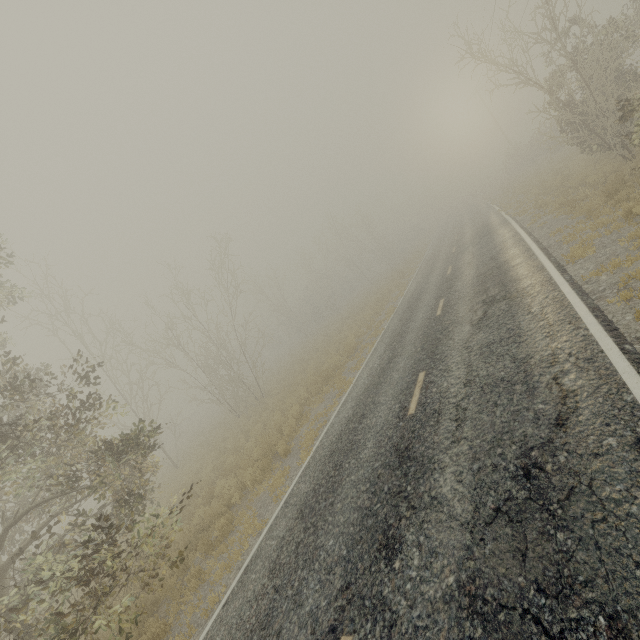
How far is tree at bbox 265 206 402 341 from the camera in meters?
41.1 m

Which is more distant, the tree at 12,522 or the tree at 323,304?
the tree at 323,304

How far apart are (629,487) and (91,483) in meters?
13.7 m

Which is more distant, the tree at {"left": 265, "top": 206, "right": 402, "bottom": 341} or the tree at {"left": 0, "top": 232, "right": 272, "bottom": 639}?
the tree at {"left": 265, "top": 206, "right": 402, "bottom": 341}

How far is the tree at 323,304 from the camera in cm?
4109
